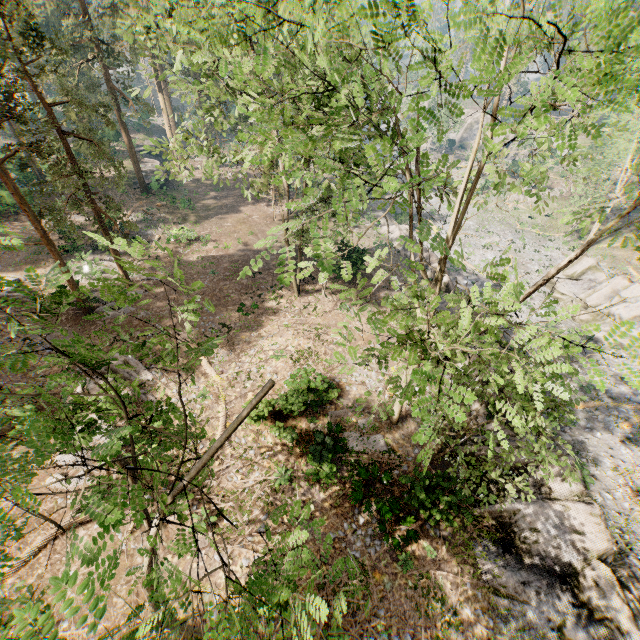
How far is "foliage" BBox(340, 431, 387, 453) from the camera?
15.7 meters

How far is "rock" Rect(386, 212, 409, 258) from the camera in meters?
Answer: 32.0

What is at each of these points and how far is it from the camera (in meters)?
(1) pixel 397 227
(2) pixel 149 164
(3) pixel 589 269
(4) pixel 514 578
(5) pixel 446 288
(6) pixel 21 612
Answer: (1) rock, 35.06
(2) ground embankment, 45.53
(3) rock, 32.66
(4) rock, 12.38
(5) rock, 26.31
(6) foliage, 1.39

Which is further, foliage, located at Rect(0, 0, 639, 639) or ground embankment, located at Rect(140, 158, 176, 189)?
ground embankment, located at Rect(140, 158, 176, 189)

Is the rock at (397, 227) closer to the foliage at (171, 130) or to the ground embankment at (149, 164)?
the foliage at (171, 130)

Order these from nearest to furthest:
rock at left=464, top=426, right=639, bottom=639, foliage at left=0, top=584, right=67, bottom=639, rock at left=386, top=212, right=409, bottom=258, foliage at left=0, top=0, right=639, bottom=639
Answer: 1. foliage at left=0, top=584, right=67, bottom=639
2. foliage at left=0, top=0, right=639, bottom=639
3. rock at left=464, top=426, right=639, bottom=639
4. rock at left=386, top=212, right=409, bottom=258
